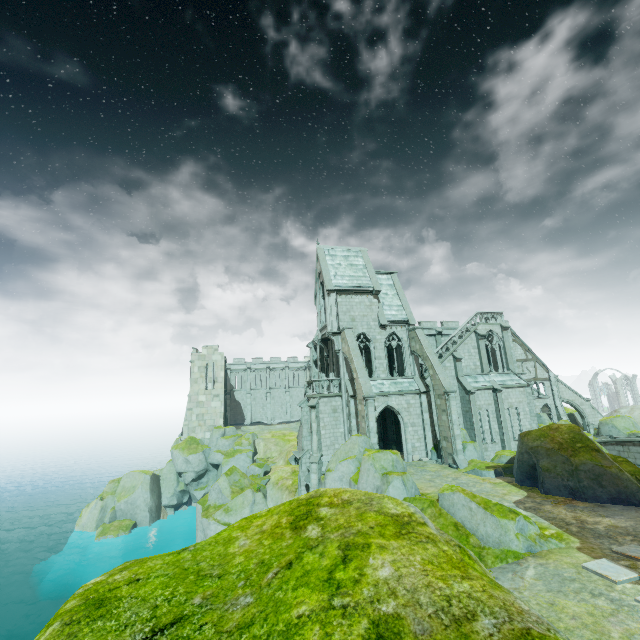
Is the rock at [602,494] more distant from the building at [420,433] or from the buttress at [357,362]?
the buttress at [357,362]

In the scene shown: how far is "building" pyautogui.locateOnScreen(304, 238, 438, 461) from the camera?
28.0m

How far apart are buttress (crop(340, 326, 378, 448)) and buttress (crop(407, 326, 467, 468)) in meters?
5.9

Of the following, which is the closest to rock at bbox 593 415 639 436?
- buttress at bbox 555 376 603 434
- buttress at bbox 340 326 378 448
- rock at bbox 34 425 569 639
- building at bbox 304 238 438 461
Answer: buttress at bbox 555 376 603 434

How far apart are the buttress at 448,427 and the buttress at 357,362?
5.9 meters

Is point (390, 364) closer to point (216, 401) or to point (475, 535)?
point (475, 535)

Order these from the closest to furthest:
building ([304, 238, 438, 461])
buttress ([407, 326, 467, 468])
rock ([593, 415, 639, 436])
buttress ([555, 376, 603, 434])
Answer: buttress ([407, 326, 467, 468]), building ([304, 238, 438, 461]), rock ([593, 415, 639, 436]), buttress ([555, 376, 603, 434])

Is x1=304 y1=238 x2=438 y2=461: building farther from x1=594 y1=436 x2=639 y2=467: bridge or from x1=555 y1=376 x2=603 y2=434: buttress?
x1=594 y1=436 x2=639 y2=467: bridge
